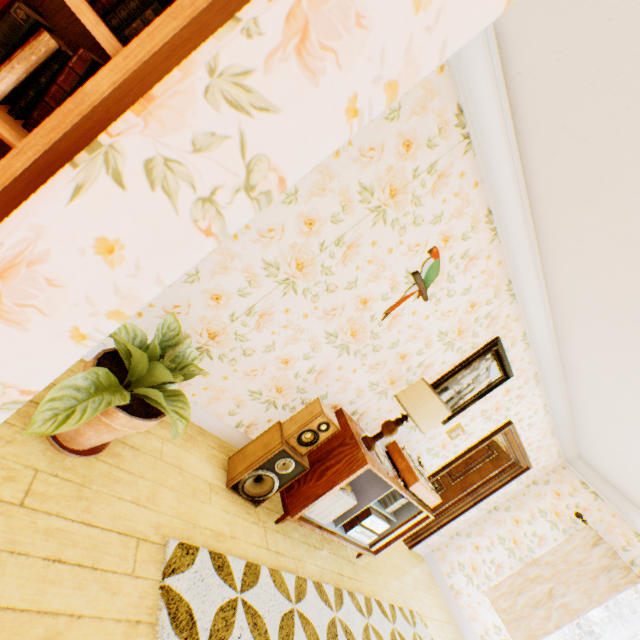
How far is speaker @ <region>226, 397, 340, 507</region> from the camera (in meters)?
2.52

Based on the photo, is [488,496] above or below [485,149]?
below

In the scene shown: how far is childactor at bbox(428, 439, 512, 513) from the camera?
5.24m

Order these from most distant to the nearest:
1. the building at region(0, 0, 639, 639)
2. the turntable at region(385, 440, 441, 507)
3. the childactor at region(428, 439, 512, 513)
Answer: the childactor at region(428, 439, 512, 513)
the turntable at region(385, 440, 441, 507)
the building at region(0, 0, 639, 639)

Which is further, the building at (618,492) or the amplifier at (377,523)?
the amplifier at (377,523)

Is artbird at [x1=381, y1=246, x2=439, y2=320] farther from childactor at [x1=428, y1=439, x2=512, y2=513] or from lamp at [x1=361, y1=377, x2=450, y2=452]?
childactor at [x1=428, y1=439, x2=512, y2=513]

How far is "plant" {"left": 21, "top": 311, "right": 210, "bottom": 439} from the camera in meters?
1.3

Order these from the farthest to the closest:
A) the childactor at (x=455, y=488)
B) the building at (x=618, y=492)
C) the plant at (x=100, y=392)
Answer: the childactor at (x=455, y=488)
the plant at (x=100, y=392)
the building at (x=618, y=492)
